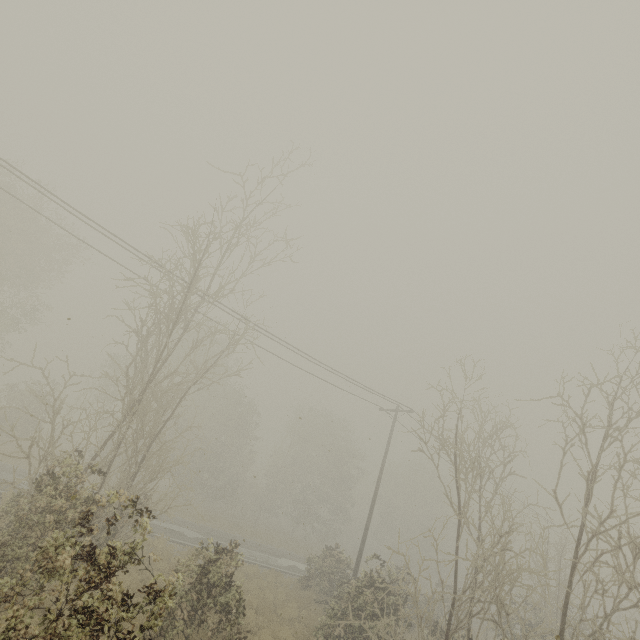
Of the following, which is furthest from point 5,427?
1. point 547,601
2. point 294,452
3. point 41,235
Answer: point 294,452
